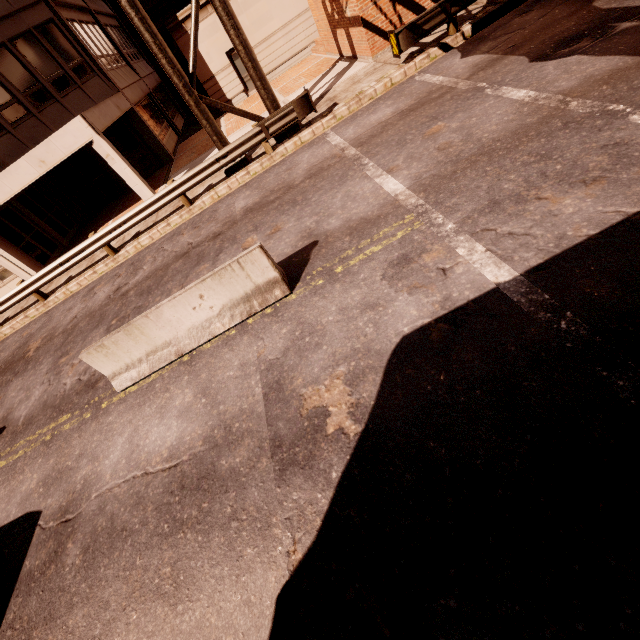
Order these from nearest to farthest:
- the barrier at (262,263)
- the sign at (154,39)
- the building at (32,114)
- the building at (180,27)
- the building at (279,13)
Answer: the barrier at (262,263)
the sign at (154,39)
the building at (32,114)
the building at (180,27)
the building at (279,13)

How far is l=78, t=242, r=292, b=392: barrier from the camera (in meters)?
5.59

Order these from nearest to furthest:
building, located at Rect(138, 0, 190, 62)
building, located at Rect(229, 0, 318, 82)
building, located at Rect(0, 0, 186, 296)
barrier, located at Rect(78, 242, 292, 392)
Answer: barrier, located at Rect(78, 242, 292, 392) → building, located at Rect(0, 0, 186, 296) → building, located at Rect(138, 0, 190, 62) → building, located at Rect(229, 0, 318, 82)

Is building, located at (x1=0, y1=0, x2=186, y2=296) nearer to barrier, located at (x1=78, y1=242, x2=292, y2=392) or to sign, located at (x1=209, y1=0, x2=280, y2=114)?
sign, located at (x1=209, y1=0, x2=280, y2=114)

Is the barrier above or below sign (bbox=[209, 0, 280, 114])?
below

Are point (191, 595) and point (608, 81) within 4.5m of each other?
no

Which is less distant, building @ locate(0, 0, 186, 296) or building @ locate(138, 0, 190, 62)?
building @ locate(0, 0, 186, 296)

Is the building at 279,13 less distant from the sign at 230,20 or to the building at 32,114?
the building at 32,114
